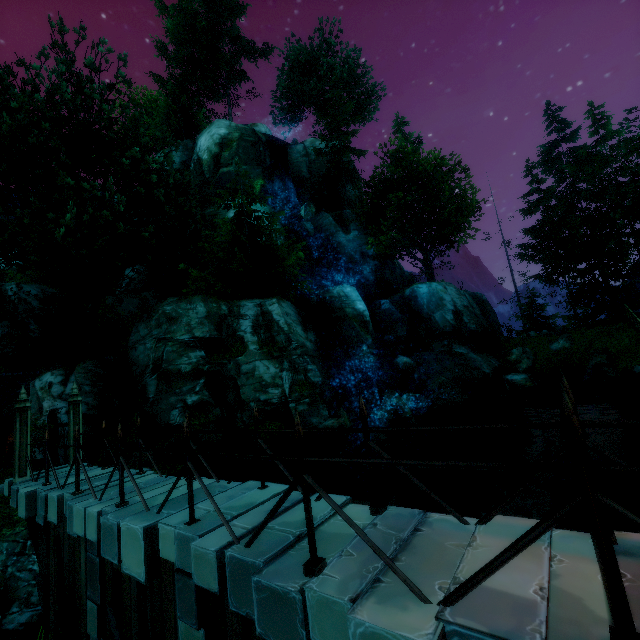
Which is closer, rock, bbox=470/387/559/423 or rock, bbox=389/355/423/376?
rock, bbox=470/387/559/423

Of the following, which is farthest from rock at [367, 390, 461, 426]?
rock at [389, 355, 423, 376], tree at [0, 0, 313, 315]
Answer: tree at [0, 0, 313, 315]

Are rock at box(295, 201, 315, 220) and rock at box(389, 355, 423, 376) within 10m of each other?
no

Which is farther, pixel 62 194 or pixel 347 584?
pixel 62 194

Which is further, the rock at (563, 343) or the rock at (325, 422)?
the rock at (563, 343)

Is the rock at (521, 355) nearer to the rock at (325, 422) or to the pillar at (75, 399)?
the rock at (325, 422)

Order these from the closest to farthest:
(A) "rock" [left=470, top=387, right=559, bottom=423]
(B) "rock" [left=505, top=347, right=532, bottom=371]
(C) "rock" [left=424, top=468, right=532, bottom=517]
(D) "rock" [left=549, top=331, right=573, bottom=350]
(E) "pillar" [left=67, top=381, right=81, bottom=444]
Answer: (E) "pillar" [left=67, top=381, right=81, bottom=444]
(C) "rock" [left=424, top=468, right=532, bottom=517]
(A) "rock" [left=470, top=387, right=559, bottom=423]
(D) "rock" [left=549, top=331, right=573, bottom=350]
(B) "rock" [left=505, top=347, right=532, bottom=371]

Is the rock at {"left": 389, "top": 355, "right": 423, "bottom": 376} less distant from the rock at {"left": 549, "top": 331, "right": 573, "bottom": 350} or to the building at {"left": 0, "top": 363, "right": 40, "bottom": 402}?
the rock at {"left": 549, "top": 331, "right": 573, "bottom": 350}
